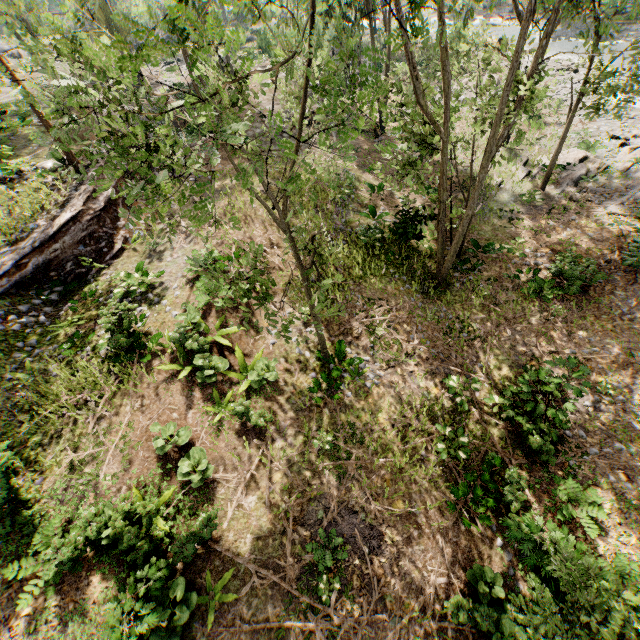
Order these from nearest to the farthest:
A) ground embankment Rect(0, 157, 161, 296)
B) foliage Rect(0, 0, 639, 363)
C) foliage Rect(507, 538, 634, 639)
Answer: foliage Rect(0, 0, 639, 363), foliage Rect(507, 538, 634, 639), ground embankment Rect(0, 157, 161, 296)

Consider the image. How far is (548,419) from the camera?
11.6m

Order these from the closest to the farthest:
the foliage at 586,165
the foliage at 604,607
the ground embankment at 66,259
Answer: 1. the foliage at 586,165
2. the foliage at 604,607
3. the ground embankment at 66,259

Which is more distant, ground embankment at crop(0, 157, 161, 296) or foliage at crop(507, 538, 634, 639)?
ground embankment at crop(0, 157, 161, 296)

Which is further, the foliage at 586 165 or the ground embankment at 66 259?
the ground embankment at 66 259

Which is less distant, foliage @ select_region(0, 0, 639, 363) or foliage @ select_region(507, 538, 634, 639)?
foliage @ select_region(0, 0, 639, 363)
